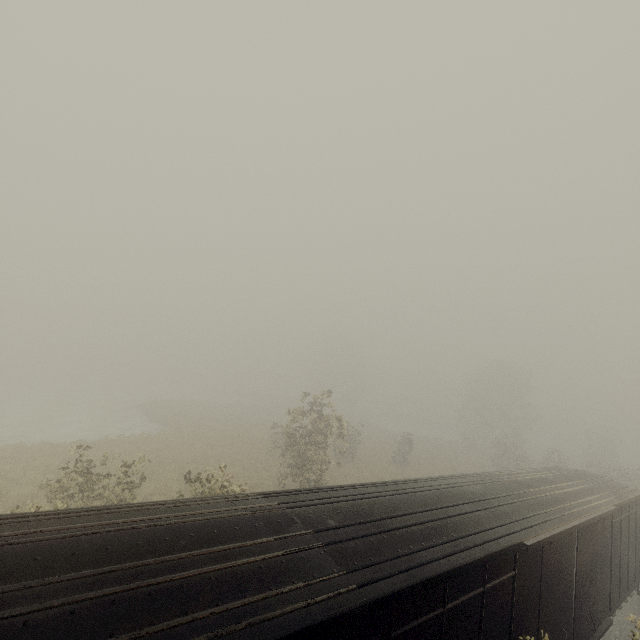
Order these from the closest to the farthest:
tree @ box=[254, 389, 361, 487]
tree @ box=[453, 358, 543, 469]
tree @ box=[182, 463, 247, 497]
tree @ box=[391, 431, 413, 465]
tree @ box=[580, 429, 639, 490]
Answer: tree @ box=[182, 463, 247, 497] < tree @ box=[254, 389, 361, 487] < tree @ box=[580, 429, 639, 490] < tree @ box=[391, 431, 413, 465] < tree @ box=[453, 358, 543, 469]

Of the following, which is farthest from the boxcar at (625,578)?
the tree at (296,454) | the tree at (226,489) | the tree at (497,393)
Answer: the tree at (497,393)

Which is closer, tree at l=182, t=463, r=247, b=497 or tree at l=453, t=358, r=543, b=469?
tree at l=182, t=463, r=247, b=497

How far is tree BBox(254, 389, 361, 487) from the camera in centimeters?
1889cm

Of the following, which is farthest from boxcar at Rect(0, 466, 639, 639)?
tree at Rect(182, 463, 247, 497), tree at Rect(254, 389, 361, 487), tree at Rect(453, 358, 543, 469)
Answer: tree at Rect(453, 358, 543, 469)

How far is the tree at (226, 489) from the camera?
12.4m

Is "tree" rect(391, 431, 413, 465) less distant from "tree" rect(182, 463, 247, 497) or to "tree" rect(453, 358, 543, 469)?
"tree" rect(182, 463, 247, 497)

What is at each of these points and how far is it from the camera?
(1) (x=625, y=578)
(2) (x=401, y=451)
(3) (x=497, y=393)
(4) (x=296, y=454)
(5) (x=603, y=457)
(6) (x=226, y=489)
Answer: (1) boxcar, 12.3 meters
(2) tree, 32.7 meters
(3) tree, 47.8 meters
(4) tree, 18.9 meters
(5) tree, 46.5 meters
(6) tree, 12.3 meters
